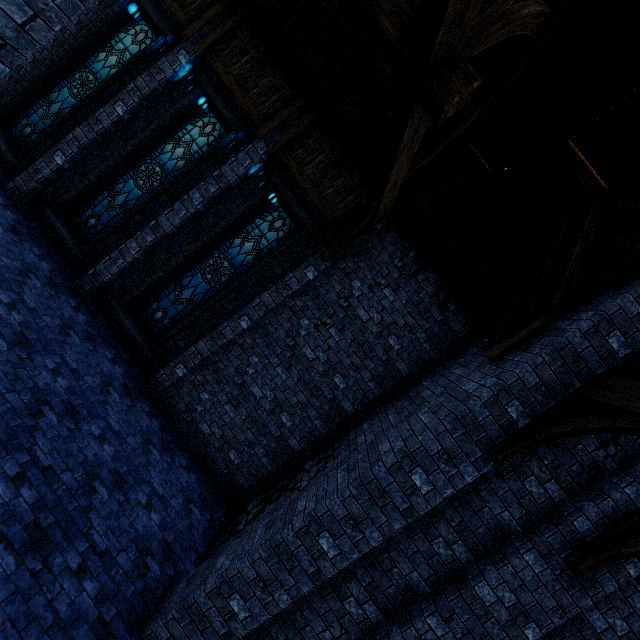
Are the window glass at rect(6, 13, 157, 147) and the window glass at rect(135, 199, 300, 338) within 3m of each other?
no

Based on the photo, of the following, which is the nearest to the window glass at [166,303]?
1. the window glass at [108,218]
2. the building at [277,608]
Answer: the building at [277,608]

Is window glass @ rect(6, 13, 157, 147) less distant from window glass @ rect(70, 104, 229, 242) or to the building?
the building

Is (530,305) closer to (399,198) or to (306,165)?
(399,198)

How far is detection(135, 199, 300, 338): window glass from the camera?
8.0m

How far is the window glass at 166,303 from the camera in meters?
8.0

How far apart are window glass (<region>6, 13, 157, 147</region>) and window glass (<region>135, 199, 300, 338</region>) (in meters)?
4.89

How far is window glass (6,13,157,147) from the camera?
8.23m
